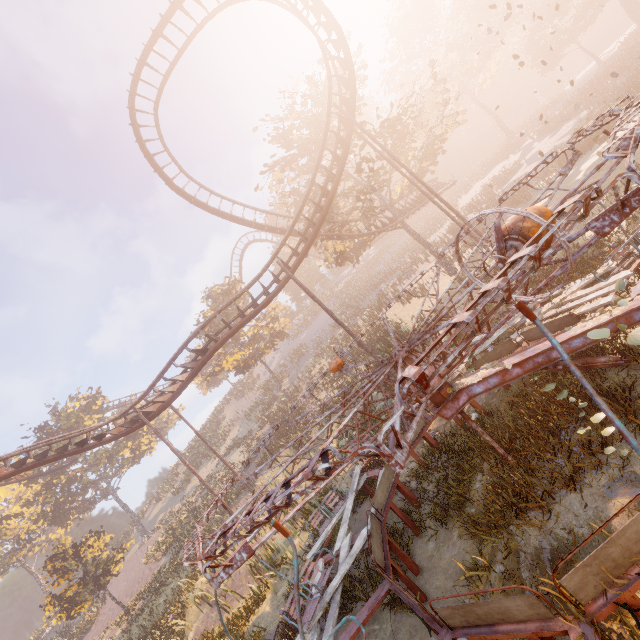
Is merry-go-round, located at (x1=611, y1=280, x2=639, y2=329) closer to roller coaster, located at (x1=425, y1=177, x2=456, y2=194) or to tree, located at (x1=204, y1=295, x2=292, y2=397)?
roller coaster, located at (x1=425, y1=177, x2=456, y2=194)

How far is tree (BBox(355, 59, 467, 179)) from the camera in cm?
2174

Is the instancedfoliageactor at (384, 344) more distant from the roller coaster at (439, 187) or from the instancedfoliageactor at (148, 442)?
the instancedfoliageactor at (148, 442)

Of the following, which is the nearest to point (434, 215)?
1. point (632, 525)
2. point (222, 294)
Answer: point (222, 294)

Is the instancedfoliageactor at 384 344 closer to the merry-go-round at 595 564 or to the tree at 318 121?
the tree at 318 121

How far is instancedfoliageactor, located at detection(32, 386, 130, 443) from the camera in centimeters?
3834cm

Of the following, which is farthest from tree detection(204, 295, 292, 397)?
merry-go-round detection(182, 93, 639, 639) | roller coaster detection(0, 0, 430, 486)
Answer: merry-go-round detection(182, 93, 639, 639)

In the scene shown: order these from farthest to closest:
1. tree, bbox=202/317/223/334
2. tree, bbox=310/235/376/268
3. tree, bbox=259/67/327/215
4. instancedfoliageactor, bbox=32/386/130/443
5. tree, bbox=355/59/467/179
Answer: instancedfoliageactor, bbox=32/386/130/443, tree, bbox=202/317/223/334, tree, bbox=310/235/376/268, tree, bbox=259/67/327/215, tree, bbox=355/59/467/179
